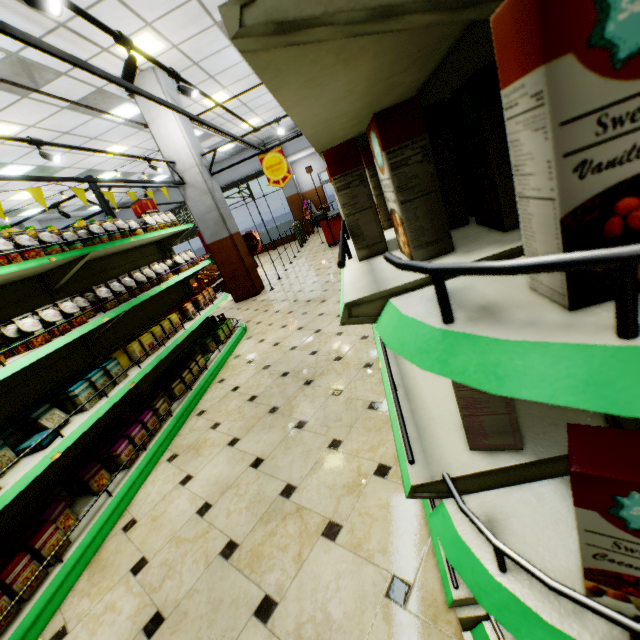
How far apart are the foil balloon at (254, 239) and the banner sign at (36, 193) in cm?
452

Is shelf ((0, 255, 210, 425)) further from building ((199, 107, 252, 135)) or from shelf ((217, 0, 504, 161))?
shelf ((217, 0, 504, 161))

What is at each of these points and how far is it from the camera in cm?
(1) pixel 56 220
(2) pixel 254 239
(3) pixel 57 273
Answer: (1) building, 1470
(2) foil balloon, 826
(3) shelf, 298

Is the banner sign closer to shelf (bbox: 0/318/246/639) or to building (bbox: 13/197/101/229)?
shelf (bbox: 0/318/246/639)

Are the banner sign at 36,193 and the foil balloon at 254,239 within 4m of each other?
no

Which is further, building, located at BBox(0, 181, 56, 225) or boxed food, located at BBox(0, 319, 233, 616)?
building, located at BBox(0, 181, 56, 225)

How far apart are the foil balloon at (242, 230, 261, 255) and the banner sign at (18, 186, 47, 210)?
4.5 meters

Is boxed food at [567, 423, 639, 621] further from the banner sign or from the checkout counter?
the checkout counter
